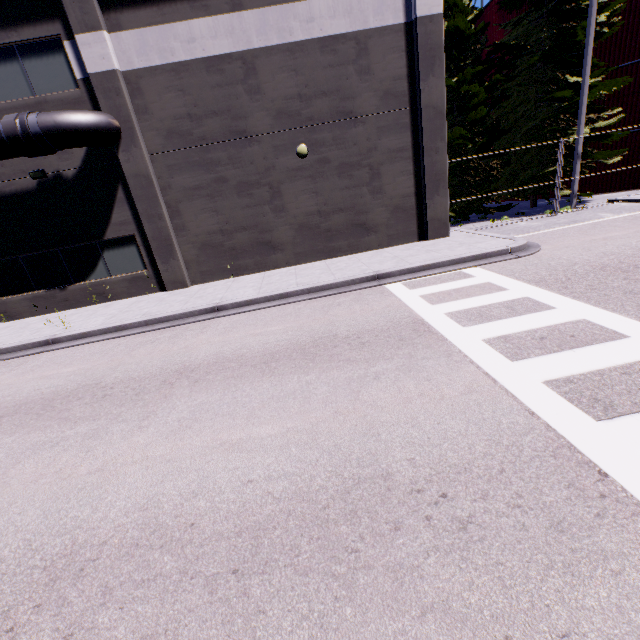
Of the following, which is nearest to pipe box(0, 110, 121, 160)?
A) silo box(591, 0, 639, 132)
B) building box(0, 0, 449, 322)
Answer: building box(0, 0, 449, 322)

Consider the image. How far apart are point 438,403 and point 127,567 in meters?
3.7 m

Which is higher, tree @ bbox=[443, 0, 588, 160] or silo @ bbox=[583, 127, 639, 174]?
tree @ bbox=[443, 0, 588, 160]

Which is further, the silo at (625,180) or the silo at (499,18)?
the silo at (499,18)

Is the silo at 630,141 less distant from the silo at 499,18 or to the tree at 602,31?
the silo at 499,18

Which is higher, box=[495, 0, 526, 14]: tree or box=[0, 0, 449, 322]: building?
box=[495, 0, 526, 14]: tree

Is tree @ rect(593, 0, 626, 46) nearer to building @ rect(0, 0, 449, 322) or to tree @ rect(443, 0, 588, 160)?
tree @ rect(443, 0, 588, 160)

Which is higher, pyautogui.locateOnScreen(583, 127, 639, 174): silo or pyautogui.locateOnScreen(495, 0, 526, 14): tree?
pyautogui.locateOnScreen(495, 0, 526, 14): tree
